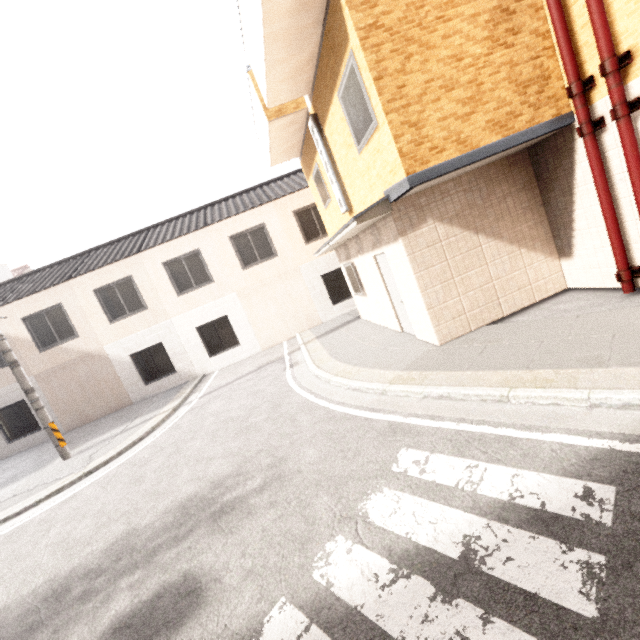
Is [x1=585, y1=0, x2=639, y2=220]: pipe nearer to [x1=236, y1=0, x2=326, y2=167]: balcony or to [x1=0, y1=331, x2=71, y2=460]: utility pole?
[x1=236, y1=0, x2=326, y2=167]: balcony

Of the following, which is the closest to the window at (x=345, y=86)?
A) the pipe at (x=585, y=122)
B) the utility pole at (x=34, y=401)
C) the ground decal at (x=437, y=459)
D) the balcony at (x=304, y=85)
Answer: the balcony at (x=304, y=85)

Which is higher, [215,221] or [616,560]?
[215,221]

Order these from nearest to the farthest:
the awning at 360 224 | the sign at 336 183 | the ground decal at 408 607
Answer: the ground decal at 408 607 → the awning at 360 224 → the sign at 336 183

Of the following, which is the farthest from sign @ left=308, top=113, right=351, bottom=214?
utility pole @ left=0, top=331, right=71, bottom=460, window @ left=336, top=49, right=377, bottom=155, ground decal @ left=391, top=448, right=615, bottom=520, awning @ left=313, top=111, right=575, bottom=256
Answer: utility pole @ left=0, top=331, right=71, bottom=460

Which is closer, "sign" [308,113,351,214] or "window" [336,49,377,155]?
"window" [336,49,377,155]

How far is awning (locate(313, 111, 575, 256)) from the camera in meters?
5.0

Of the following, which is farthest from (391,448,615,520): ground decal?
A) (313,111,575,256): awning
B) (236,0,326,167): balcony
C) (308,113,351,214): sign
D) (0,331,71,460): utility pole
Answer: (0,331,71,460): utility pole
